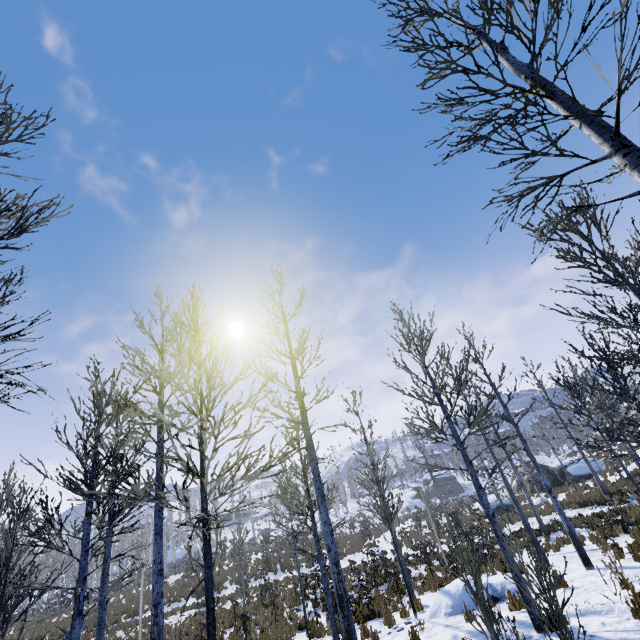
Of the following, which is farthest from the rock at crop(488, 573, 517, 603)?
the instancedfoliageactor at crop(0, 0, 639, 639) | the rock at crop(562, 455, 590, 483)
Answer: the rock at crop(562, 455, 590, 483)

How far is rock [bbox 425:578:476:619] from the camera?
8.7 meters

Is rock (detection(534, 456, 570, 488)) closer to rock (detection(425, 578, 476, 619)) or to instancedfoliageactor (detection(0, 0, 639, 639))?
rock (detection(425, 578, 476, 619))

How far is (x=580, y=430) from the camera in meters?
23.2 m

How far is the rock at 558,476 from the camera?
28.7 meters
